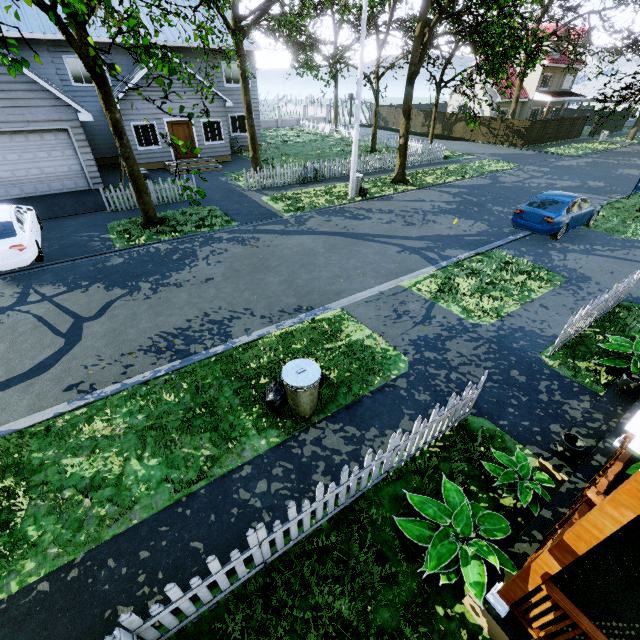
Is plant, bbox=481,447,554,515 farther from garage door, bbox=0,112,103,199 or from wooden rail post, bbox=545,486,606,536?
garage door, bbox=0,112,103,199

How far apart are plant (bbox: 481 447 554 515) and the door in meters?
23.0

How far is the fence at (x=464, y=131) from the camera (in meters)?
33.41

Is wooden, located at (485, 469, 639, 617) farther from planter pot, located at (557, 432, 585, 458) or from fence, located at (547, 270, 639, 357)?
fence, located at (547, 270, 639, 357)

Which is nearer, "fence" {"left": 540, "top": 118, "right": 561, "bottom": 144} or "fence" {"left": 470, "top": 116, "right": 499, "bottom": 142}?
"fence" {"left": 540, "top": 118, "right": 561, "bottom": 144}

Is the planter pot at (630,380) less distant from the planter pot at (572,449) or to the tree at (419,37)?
the planter pot at (572,449)

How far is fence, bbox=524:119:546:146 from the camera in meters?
29.2

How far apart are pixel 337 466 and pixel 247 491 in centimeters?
140cm
